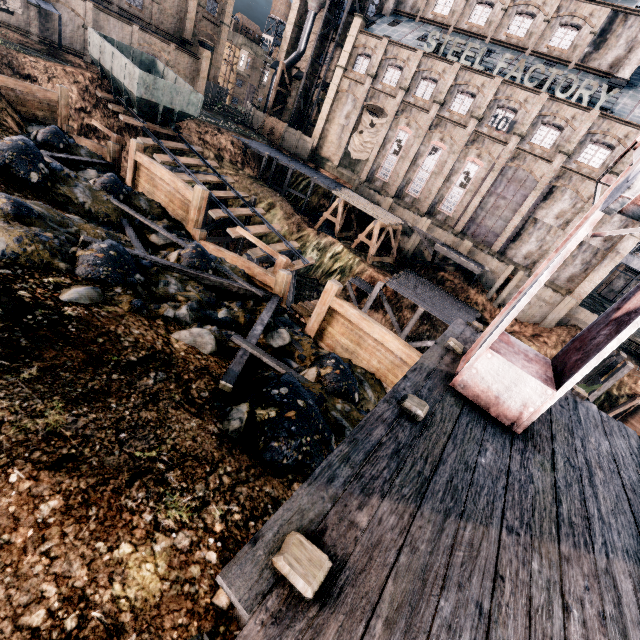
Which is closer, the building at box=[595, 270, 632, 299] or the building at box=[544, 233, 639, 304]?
the building at box=[544, 233, 639, 304]

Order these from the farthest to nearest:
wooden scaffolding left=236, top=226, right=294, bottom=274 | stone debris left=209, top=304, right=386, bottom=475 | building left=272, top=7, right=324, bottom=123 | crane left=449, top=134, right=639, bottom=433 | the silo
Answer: building left=272, top=7, right=324, bottom=123
the silo
wooden scaffolding left=236, top=226, right=294, bottom=274
stone debris left=209, top=304, right=386, bottom=475
crane left=449, top=134, right=639, bottom=433

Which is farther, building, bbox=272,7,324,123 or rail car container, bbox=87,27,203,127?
building, bbox=272,7,324,123

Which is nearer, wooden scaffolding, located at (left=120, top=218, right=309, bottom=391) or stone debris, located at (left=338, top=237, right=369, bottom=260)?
wooden scaffolding, located at (left=120, top=218, right=309, bottom=391)

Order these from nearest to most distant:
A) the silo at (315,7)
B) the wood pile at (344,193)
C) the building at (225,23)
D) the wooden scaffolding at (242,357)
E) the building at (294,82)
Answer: the wooden scaffolding at (242,357) < the wood pile at (344,193) < the building at (225,23) < the silo at (315,7) < the building at (294,82)

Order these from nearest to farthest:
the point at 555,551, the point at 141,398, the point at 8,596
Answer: the point at 8,596 < the point at 555,551 < the point at 141,398

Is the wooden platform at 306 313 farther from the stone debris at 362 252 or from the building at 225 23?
the building at 225 23

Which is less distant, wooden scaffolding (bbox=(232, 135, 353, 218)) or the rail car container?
the rail car container
